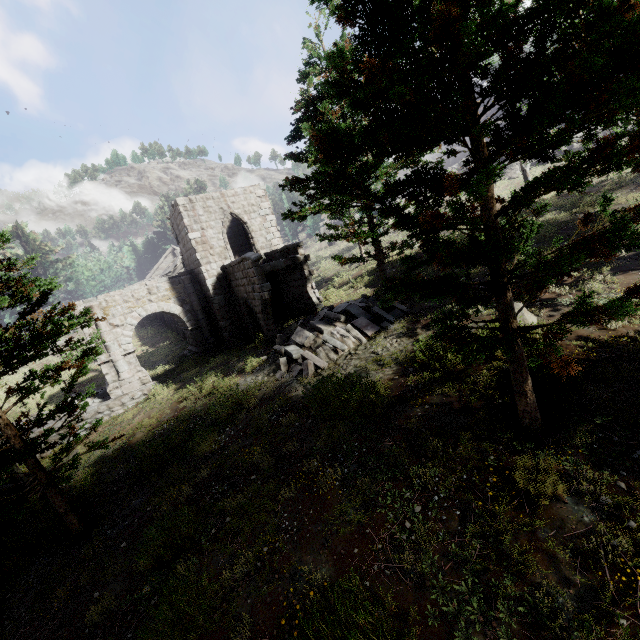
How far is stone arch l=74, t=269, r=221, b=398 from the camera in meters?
19.4 m

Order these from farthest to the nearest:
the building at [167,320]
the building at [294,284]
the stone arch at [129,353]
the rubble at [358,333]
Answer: the building at [167,320], the stone arch at [129,353], the building at [294,284], the rubble at [358,333]

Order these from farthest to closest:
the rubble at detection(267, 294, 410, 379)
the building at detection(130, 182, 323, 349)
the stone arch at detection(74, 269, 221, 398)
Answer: the stone arch at detection(74, 269, 221, 398), the building at detection(130, 182, 323, 349), the rubble at detection(267, 294, 410, 379)

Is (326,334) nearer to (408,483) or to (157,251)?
(408,483)

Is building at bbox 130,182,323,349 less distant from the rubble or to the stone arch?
the stone arch

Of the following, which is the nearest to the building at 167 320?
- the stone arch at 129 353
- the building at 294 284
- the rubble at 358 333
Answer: the building at 294 284

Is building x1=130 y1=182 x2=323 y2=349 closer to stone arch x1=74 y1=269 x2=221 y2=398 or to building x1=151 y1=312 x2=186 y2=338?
stone arch x1=74 y1=269 x2=221 y2=398

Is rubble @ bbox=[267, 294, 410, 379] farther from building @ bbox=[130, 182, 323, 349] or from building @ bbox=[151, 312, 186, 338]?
building @ bbox=[151, 312, 186, 338]
